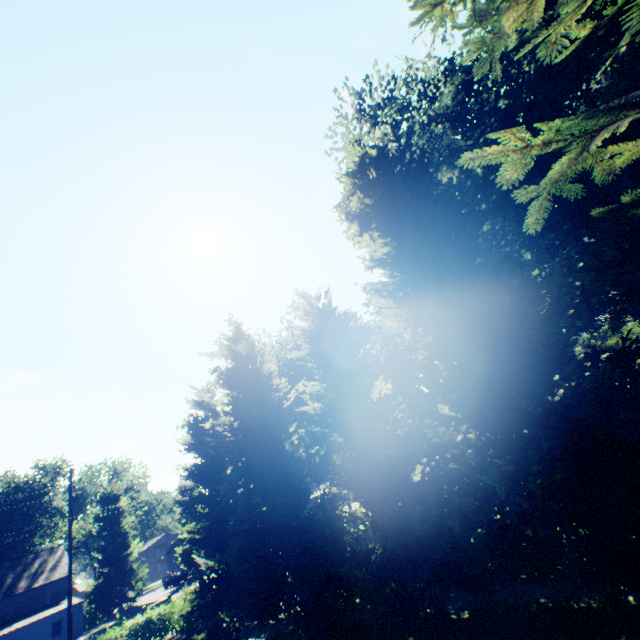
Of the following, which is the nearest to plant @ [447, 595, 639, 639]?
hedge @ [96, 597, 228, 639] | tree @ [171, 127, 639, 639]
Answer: tree @ [171, 127, 639, 639]

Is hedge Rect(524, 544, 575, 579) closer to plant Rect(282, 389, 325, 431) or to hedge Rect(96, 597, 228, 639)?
plant Rect(282, 389, 325, 431)

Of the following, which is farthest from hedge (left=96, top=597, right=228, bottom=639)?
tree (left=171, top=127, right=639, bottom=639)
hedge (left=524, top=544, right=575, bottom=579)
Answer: hedge (left=524, top=544, right=575, bottom=579)

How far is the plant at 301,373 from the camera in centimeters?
3303cm

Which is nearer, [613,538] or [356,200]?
[613,538]

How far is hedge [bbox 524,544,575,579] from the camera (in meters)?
9.32

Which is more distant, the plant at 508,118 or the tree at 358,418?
the tree at 358,418

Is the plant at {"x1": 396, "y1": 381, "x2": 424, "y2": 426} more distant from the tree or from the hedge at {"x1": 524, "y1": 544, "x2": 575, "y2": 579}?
the hedge at {"x1": 524, "y1": 544, "x2": 575, "y2": 579}
